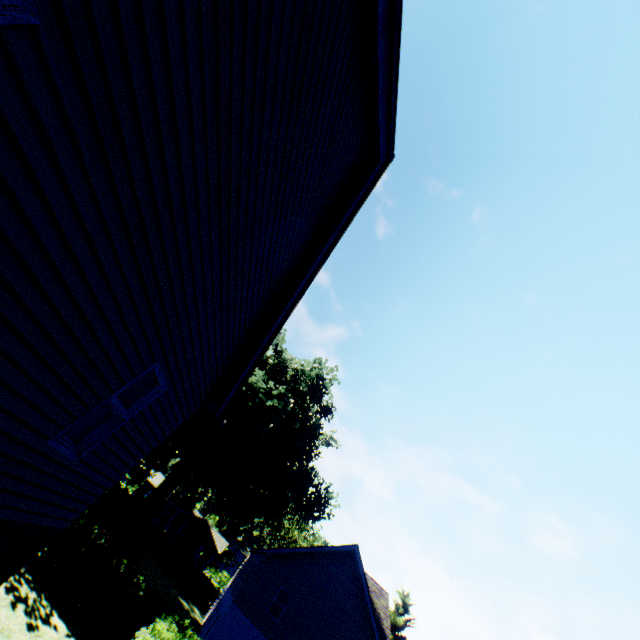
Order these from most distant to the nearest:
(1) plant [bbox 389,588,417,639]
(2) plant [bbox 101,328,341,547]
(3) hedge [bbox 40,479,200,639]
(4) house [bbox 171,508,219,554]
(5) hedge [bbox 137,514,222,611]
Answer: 1. (4) house [bbox 171,508,219,554]
2. (1) plant [bbox 389,588,417,639]
3. (5) hedge [bbox 137,514,222,611]
4. (2) plant [bbox 101,328,341,547]
5. (3) hedge [bbox 40,479,200,639]

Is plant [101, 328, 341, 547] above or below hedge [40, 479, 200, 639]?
above

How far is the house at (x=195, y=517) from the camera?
58.1m

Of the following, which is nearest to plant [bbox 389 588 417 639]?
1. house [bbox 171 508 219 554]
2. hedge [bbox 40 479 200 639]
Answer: house [bbox 171 508 219 554]

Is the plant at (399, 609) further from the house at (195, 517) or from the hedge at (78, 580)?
the hedge at (78, 580)

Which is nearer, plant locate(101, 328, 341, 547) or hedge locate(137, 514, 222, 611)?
plant locate(101, 328, 341, 547)

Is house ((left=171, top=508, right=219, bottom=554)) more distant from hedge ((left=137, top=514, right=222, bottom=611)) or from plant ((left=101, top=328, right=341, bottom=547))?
hedge ((left=137, top=514, right=222, bottom=611))

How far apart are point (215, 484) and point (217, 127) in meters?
42.0 m
